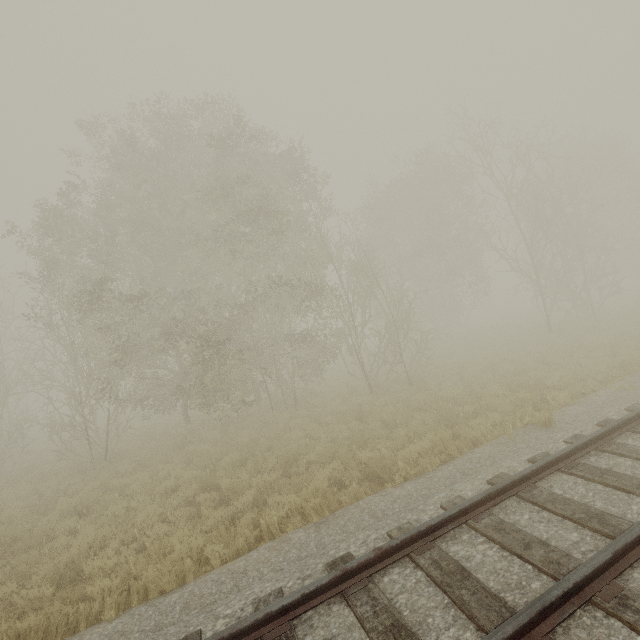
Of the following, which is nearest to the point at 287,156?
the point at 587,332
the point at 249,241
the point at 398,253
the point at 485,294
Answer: the point at 249,241
